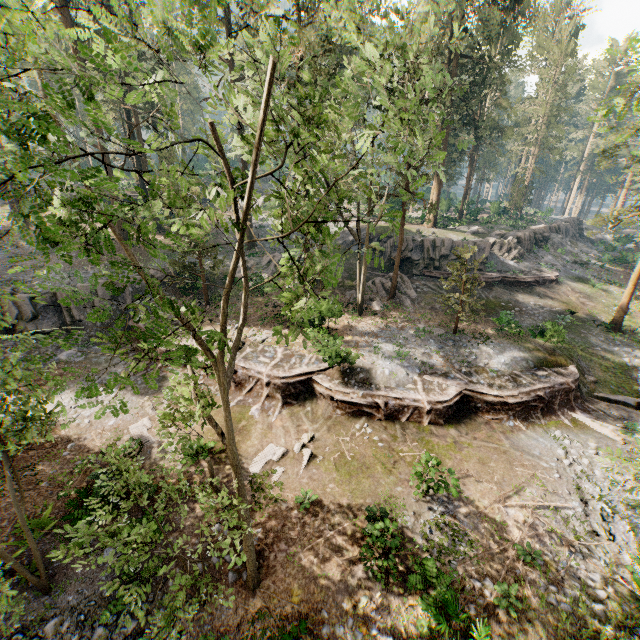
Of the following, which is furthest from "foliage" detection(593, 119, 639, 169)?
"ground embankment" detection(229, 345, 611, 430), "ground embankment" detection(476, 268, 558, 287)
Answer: "ground embankment" detection(476, 268, 558, 287)

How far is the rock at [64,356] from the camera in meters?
21.8

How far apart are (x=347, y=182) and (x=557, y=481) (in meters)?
16.80

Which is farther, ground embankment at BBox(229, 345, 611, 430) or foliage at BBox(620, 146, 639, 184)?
Result: ground embankment at BBox(229, 345, 611, 430)

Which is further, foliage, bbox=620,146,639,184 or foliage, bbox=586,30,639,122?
foliage, bbox=620,146,639,184

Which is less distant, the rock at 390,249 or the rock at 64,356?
the rock at 64,356

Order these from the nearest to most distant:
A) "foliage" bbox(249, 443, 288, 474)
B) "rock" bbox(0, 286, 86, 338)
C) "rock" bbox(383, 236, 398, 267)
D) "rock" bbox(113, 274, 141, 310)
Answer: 1. "foliage" bbox(249, 443, 288, 474)
2. "rock" bbox(0, 286, 86, 338)
3. "rock" bbox(113, 274, 141, 310)
4. "rock" bbox(383, 236, 398, 267)

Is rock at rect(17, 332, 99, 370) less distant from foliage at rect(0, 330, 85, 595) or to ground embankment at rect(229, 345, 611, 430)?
ground embankment at rect(229, 345, 611, 430)
